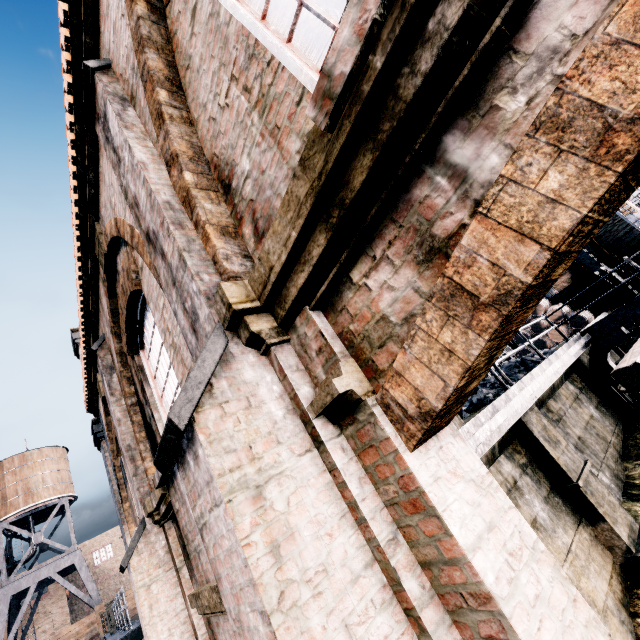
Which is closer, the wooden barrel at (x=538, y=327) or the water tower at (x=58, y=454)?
the wooden barrel at (x=538, y=327)

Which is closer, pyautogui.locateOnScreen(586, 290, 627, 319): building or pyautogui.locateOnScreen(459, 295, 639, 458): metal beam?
pyautogui.locateOnScreen(459, 295, 639, 458): metal beam

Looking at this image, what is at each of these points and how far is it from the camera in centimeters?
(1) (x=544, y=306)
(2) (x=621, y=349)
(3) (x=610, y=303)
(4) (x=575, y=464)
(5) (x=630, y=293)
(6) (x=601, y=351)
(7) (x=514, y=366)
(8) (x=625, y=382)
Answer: (1) wooden barrel, 1602cm
(2) building, 1544cm
(3) building, 1548cm
(4) column, 733cm
(5) truss, 1409cm
(6) truss, 1052cm
(7) coal pile, 1016cm
(8) wood pile, 354cm

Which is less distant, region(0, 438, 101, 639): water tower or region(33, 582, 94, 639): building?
region(0, 438, 101, 639): water tower

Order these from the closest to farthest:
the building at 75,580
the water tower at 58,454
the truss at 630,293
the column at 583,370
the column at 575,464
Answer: the column at 575,464 < the column at 583,370 < the truss at 630,293 < the water tower at 58,454 < the building at 75,580

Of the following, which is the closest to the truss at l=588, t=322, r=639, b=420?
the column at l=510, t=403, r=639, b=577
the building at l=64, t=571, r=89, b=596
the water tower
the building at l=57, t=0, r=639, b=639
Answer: the building at l=57, t=0, r=639, b=639

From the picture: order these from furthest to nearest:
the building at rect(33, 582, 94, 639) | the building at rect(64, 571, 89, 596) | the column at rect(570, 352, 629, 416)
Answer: the building at rect(64, 571, 89, 596) → the building at rect(33, 582, 94, 639) → the column at rect(570, 352, 629, 416)

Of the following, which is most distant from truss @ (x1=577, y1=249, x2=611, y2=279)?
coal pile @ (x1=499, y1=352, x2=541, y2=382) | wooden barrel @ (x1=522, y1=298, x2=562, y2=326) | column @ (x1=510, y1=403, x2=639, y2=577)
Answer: column @ (x1=510, y1=403, x2=639, y2=577)
